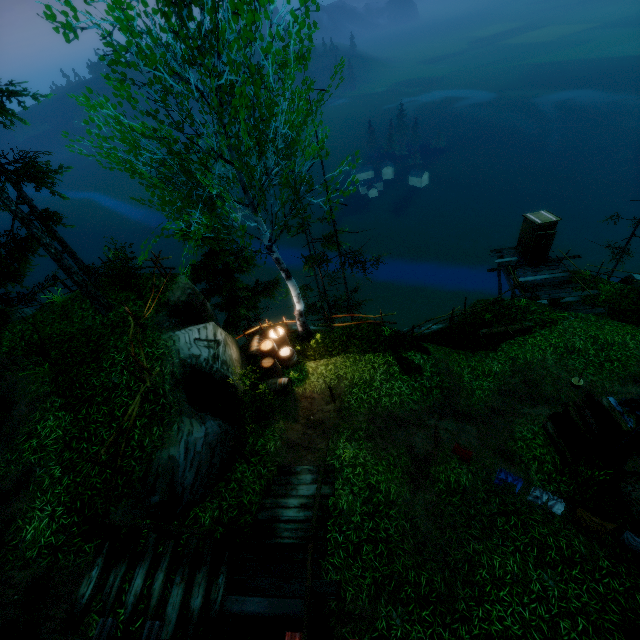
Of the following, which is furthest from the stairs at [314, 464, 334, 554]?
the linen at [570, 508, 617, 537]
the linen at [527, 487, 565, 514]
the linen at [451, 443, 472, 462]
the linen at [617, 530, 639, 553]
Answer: the linen at [617, 530, 639, 553]

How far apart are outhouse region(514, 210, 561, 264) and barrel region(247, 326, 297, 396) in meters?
14.0 m

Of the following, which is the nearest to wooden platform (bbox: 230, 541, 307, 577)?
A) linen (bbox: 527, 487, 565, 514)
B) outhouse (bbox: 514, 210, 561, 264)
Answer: linen (bbox: 527, 487, 565, 514)

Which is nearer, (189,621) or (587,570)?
(189,621)

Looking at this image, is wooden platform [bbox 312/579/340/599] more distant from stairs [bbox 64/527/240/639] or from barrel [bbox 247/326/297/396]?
barrel [bbox 247/326/297/396]

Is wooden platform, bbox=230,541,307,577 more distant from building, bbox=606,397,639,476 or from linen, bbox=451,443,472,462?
linen, bbox=451,443,472,462

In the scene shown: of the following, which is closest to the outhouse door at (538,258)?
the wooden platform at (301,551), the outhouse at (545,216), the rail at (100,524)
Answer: the outhouse at (545,216)

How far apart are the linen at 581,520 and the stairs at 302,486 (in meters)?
5.53
